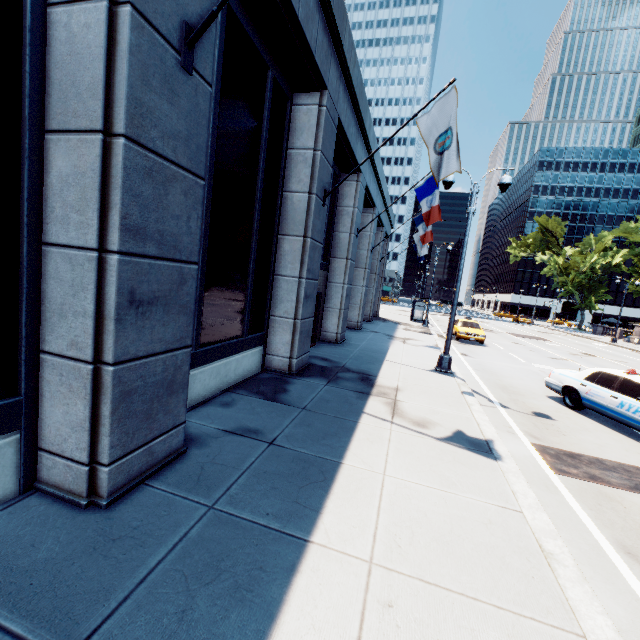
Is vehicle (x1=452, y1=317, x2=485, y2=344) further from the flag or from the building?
the flag

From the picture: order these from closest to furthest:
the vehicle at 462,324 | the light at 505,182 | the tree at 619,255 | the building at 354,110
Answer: the building at 354,110 < the light at 505,182 < the vehicle at 462,324 < the tree at 619,255

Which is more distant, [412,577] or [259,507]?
[259,507]

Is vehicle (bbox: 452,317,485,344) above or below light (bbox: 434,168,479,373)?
above

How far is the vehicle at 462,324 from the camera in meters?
21.8

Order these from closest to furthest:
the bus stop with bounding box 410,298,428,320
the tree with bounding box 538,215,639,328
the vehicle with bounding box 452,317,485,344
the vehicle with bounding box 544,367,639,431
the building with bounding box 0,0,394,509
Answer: the building with bounding box 0,0,394,509
the vehicle with bounding box 544,367,639,431
the vehicle with bounding box 452,317,485,344
the bus stop with bounding box 410,298,428,320
the tree with bounding box 538,215,639,328

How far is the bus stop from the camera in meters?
32.1

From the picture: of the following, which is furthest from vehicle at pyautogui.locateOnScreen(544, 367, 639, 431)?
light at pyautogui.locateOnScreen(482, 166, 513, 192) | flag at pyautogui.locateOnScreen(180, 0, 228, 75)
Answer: flag at pyautogui.locateOnScreen(180, 0, 228, 75)
